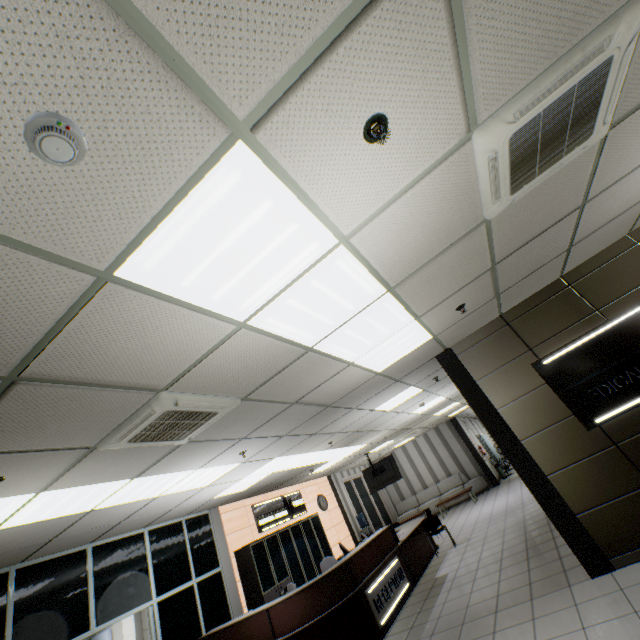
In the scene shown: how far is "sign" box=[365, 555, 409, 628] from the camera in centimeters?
551cm

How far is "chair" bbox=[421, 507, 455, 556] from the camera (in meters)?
8.37

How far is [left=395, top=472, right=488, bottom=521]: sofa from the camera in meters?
14.3

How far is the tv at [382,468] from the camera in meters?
11.4

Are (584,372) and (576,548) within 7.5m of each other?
yes

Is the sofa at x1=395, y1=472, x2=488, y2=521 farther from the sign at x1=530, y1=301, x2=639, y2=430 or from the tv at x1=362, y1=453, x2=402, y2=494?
the sign at x1=530, y1=301, x2=639, y2=430

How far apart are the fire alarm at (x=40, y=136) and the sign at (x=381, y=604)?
7.1 meters

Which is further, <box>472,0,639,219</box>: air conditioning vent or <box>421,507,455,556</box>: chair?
<box>421,507,455,556</box>: chair
